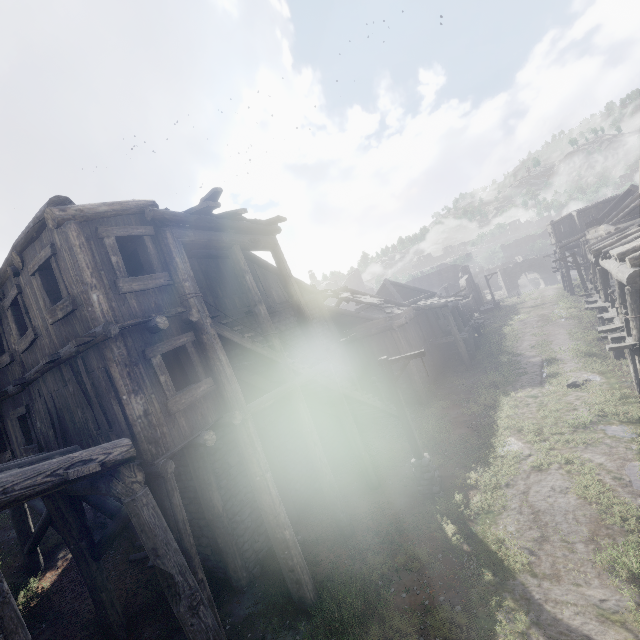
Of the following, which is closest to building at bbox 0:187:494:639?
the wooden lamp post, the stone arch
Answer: the wooden lamp post

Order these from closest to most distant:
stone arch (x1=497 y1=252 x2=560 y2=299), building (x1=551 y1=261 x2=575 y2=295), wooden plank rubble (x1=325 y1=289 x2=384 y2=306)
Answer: wooden plank rubble (x1=325 y1=289 x2=384 y2=306) → building (x1=551 y1=261 x2=575 y2=295) → stone arch (x1=497 y1=252 x2=560 y2=299)

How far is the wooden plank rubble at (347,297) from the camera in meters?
20.6

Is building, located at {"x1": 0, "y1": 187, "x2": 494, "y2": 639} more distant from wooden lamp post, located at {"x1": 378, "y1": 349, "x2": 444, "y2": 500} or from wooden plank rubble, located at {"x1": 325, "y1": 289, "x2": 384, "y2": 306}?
wooden lamp post, located at {"x1": 378, "y1": 349, "x2": 444, "y2": 500}

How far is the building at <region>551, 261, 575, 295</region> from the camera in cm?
3259

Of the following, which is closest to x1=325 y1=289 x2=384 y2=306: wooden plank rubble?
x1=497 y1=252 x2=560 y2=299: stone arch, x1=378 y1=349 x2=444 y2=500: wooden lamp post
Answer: x1=378 y1=349 x2=444 y2=500: wooden lamp post

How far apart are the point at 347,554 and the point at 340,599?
2.3 meters

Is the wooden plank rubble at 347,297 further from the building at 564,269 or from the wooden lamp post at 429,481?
the wooden lamp post at 429,481
